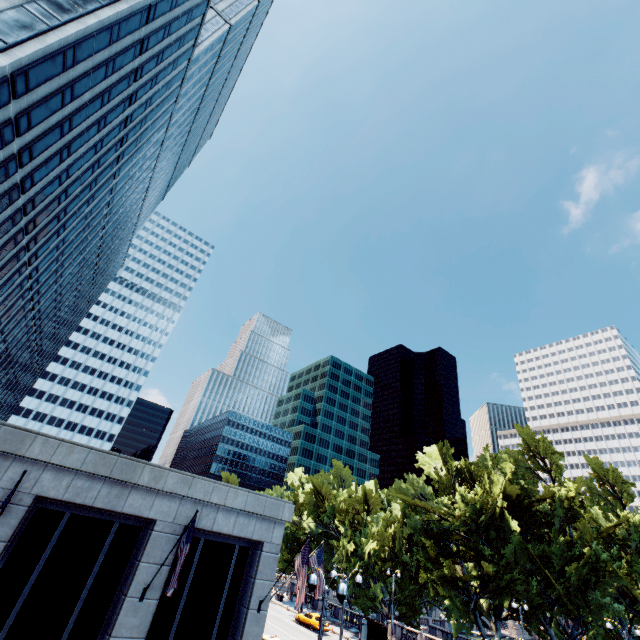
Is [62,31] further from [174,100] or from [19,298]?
[174,100]

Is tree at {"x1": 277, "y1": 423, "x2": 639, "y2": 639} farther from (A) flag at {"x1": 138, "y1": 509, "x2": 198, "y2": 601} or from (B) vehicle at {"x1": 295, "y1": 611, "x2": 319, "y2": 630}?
(A) flag at {"x1": 138, "y1": 509, "x2": 198, "y2": 601}

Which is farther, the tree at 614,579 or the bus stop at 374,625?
the bus stop at 374,625

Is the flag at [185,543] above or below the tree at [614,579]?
above

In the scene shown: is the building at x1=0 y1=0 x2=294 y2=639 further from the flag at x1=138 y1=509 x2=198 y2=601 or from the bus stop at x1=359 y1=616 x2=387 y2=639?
the bus stop at x1=359 y1=616 x2=387 y2=639

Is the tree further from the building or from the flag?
the flag

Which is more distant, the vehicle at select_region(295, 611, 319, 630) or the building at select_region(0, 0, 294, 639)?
the vehicle at select_region(295, 611, 319, 630)
